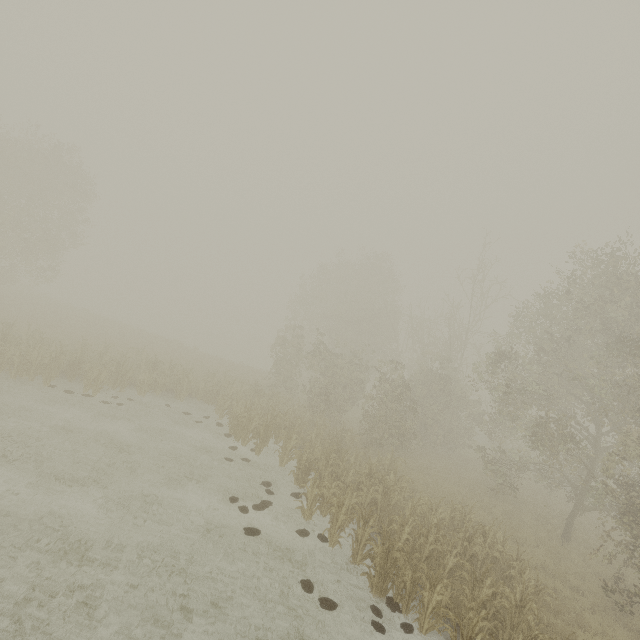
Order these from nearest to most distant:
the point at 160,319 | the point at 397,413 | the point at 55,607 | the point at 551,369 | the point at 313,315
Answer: the point at 55,607, the point at 551,369, the point at 397,413, the point at 313,315, the point at 160,319
